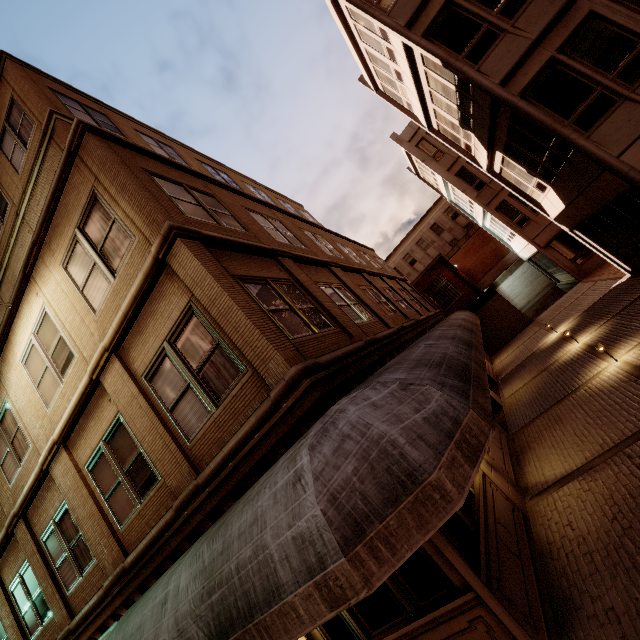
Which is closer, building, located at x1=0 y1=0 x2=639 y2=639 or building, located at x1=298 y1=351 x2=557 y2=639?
building, located at x1=298 y1=351 x2=557 y2=639

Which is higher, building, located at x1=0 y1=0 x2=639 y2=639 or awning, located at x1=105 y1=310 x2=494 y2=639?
building, located at x1=0 y1=0 x2=639 y2=639

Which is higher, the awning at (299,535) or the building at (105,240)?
the building at (105,240)

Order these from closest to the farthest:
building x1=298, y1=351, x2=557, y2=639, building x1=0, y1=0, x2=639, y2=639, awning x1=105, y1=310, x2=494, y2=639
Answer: awning x1=105, y1=310, x2=494, y2=639 < building x1=298, y1=351, x2=557, y2=639 < building x1=0, y1=0, x2=639, y2=639

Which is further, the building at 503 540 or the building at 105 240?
the building at 105 240

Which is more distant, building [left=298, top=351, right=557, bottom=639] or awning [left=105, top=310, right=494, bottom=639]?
building [left=298, top=351, right=557, bottom=639]

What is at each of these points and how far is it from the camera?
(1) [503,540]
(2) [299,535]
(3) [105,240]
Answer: (1) building, 5.0 meters
(2) awning, 3.3 meters
(3) building, 6.6 meters

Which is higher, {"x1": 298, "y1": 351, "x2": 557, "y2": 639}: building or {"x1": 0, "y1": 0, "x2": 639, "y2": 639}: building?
{"x1": 0, "y1": 0, "x2": 639, "y2": 639}: building
